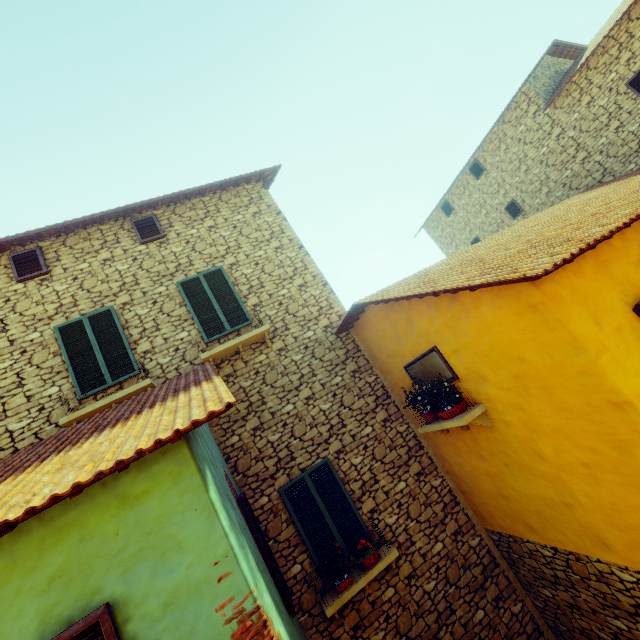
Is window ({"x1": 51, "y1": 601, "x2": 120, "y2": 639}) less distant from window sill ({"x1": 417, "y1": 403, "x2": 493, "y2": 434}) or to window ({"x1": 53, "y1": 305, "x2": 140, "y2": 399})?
window sill ({"x1": 417, "y1": 403, "x2": 493, "y2": 434})

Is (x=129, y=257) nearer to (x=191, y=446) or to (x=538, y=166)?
(x=191, y=446)

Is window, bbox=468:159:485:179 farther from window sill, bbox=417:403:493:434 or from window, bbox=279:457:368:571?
window, bbox=279:457:368:571

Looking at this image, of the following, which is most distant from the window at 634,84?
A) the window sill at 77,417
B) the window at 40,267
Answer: the window at 40,267

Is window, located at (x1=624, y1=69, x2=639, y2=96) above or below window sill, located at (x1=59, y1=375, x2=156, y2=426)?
above

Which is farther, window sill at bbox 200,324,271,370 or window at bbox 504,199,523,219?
window at bbox 504,199,523,219

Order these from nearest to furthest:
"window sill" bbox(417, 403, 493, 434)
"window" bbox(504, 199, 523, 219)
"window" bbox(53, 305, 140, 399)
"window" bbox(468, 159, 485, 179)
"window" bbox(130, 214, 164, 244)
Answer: "window sill" bbox(417, 403, 493, 434) < "window" bbox(53, 305, 140, 399) < "window" bbox(130, 214, 164, 244) < "window" bbox(504, 199, 523, 219) < "window" bbox(468, 159, 485, 179)

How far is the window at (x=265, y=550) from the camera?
4.40m
